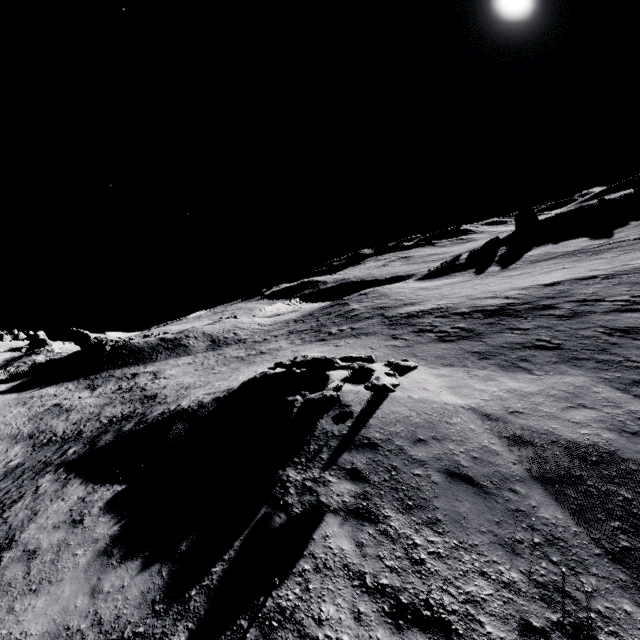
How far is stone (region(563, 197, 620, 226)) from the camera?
42.1m

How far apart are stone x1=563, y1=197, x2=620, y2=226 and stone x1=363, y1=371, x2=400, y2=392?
49.3 meters

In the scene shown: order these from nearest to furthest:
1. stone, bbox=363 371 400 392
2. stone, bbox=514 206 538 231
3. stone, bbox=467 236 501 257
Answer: stone, bbox=363 371 400 392 < stone, bbox=467 236 501 257 < stone, bbox=514 206 538 231

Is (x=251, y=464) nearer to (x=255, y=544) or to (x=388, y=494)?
(x=255, y=544)

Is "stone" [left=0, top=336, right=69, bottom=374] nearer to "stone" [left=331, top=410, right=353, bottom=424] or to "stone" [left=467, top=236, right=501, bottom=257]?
"stone" [left=331, top=410, right=353, bottom=424]

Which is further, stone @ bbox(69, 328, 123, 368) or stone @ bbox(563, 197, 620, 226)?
stone @ bbox(563, 197, 620, 226)

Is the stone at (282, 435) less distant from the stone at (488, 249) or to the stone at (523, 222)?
the stone at (488, 249)

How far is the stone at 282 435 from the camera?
9.46m
